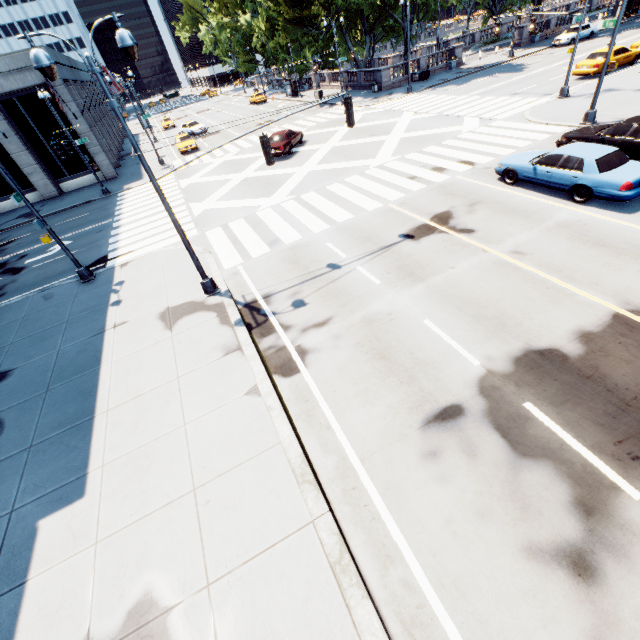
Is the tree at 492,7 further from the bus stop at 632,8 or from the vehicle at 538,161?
the vehicle at 538,161

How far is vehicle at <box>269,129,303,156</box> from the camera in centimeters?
2364cm

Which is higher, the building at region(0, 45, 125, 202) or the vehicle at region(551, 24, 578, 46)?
the building at region(0, 45, 125, 202)

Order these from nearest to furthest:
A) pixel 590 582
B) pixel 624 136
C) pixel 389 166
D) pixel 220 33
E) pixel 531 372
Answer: pixel 590 582 < pixel 531 372 < pixel 624 136 < pixel 389 166 < pixel 220 33

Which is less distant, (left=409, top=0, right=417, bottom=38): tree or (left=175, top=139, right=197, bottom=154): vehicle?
(left=175, top=139, right=197, bottom=154): vehicle

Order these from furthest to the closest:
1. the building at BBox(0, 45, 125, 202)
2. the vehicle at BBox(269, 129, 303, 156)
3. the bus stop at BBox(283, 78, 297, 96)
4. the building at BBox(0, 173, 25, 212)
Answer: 1. the bus stop at BBox(283, 78, 297, 96)
2. the building at BBox(0, 173, 25, 212)
3. the building at BBox(0, 45, 125, 202)
4. the vehicle at BBox(269, 129, 303, 156)

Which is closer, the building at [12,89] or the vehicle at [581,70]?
the vehicle at [581,70]

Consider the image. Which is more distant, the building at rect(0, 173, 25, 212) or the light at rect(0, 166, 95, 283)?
the building at rect(0, 173, 25, 212)
